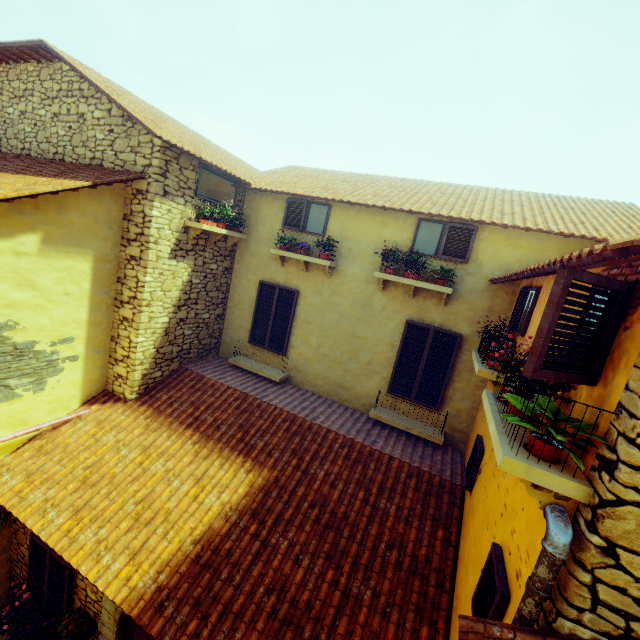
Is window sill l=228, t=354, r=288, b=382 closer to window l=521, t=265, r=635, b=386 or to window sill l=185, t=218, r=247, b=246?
window sill l=185, t=218, r=247, b=246

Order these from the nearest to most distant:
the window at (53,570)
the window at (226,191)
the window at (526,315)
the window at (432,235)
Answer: the window at (526,315), the window at (53,570), the window at (432,235), the window at (226,191)

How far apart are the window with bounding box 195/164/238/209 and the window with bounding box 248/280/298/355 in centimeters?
187cm

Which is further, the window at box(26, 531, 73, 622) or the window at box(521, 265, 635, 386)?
the window at box(26, 531, 73, 622)

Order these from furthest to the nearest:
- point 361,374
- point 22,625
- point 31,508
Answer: point 361,374
point 22,625
point 31,508

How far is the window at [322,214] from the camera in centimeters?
728cm

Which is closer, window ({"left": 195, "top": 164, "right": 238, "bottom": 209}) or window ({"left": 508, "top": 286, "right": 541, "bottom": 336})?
window ({"left": 508, "top": 286, "right": 541, "bottom": 336})

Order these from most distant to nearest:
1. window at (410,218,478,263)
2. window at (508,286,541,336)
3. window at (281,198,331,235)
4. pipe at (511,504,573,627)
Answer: window at (281,198,331,235) → window at (410,218,478,263) → window at (508,286,541,336) → pipe at (511,504,573,627)
